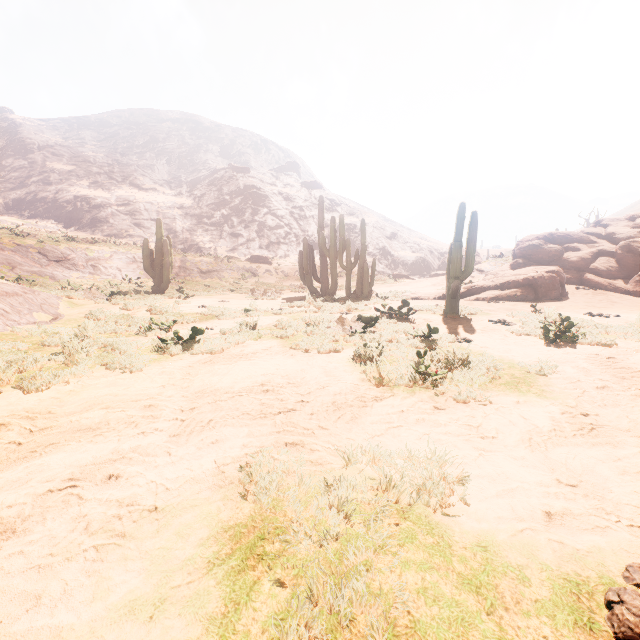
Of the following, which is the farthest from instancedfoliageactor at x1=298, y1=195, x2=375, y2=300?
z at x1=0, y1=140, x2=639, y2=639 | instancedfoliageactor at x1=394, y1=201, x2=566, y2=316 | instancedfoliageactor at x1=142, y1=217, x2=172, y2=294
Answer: instancedfoliageactor at x1=142, y1=217, x2=172, y2=294

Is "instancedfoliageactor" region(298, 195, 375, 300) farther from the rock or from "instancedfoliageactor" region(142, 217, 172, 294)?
the rock

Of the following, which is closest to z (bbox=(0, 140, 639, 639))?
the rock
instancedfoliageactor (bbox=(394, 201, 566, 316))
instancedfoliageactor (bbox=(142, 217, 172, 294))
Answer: instancedfoliageactor (bbox=(394, 201, 566, 316))

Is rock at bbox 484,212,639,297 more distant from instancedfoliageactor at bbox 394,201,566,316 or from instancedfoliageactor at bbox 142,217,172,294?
instancedfoliageactor at bbox 142,217,172,294

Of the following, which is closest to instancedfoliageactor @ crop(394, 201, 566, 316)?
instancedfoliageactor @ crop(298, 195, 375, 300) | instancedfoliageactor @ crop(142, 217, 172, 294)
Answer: instancedfoliageactor @ crop(298, 195, 375, 300)

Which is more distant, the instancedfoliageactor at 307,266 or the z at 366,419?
the instancedfoliageactor at 307,266

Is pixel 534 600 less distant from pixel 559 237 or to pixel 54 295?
pixel 54 295

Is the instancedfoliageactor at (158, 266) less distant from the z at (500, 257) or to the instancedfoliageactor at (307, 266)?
the instancedfoliageactor at (307, 266)
